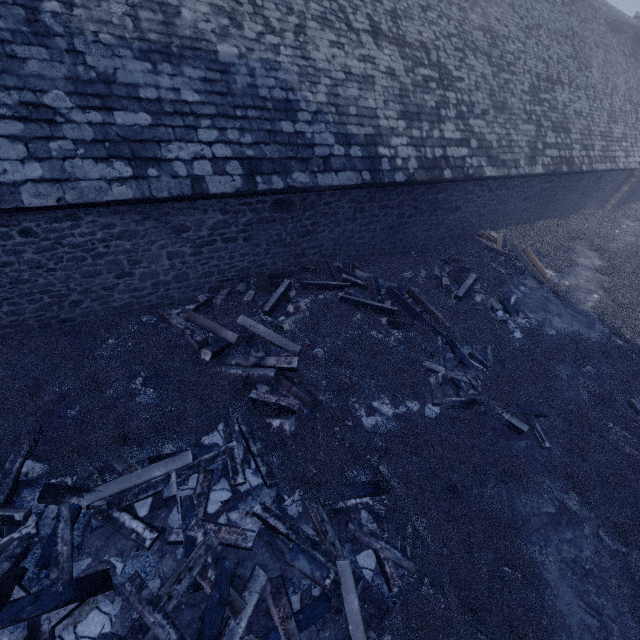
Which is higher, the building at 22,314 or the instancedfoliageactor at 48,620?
the building at 22,314

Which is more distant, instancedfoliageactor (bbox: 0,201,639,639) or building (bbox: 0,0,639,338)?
building (bbox: 0,0,639,338)

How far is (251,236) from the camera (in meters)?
7.27

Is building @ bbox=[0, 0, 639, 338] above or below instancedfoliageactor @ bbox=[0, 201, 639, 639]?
above

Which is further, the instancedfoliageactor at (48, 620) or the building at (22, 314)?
the building at (22, 314)
